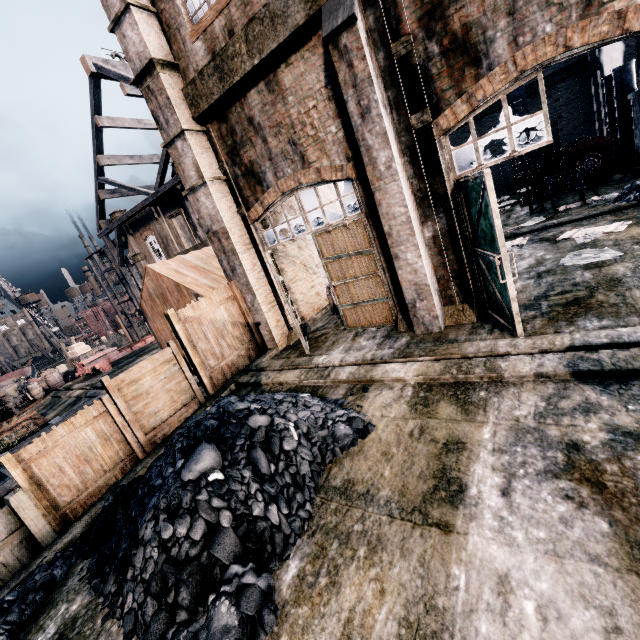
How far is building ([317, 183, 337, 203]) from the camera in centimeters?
1651cm

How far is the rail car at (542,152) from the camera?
45.0m

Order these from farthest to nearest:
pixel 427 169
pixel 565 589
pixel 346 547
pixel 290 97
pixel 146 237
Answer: pixel 146 237, pixel 290 97, pixel 427 169, pixel 346 547, pixel 565 589

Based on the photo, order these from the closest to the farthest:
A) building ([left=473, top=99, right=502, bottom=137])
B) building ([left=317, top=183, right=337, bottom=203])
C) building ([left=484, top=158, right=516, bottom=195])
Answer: building ([left=317, top=183, right=337, bottom=203]), building ([left=473, top=99, right=502, bottom=137]), building ([left=484, top=158, right=516, bottom=195])

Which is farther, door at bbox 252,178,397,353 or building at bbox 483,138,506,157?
building at bbox 483,138,506,157

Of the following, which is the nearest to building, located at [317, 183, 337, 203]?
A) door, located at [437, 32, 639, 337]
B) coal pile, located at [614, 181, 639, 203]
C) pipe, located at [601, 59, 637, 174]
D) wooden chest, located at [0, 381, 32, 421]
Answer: door, located at [437, 32, 639, 337]

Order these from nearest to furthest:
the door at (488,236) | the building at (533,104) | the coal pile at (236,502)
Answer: the coal pile at (236,502) → the door at (488,236) → the building at (533,104)
